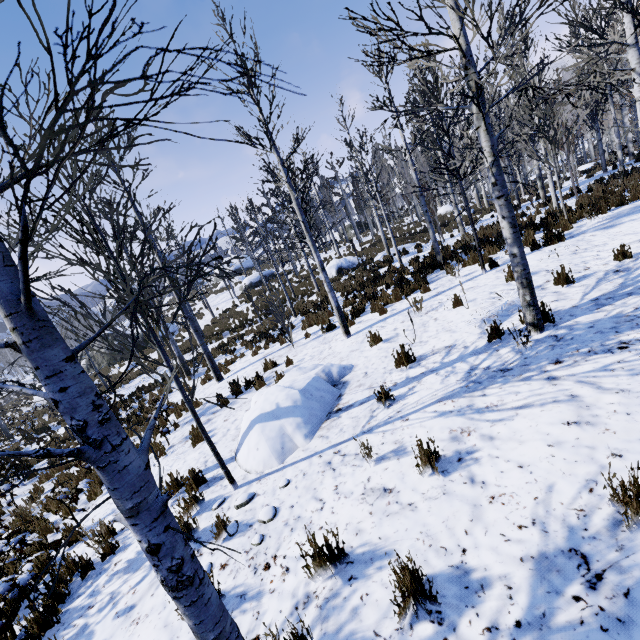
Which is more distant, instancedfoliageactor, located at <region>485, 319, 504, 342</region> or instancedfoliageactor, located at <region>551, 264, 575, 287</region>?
instancedfoliageactor, located at <region>551, 264, 575, 287</region>

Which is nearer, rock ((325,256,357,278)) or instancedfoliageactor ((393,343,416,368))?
instancedfoliageactor ((393,343,416,368))

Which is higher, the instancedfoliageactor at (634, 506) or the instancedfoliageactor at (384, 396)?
→ the instancedfoliageactor at (634, 506)

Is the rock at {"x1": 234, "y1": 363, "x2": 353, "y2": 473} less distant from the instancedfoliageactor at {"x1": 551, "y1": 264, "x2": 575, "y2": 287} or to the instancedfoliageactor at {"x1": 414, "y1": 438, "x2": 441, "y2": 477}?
the instancedfoliageactor at {"x1": 414, "y1": 438, "x2": 441, "y2": 477}

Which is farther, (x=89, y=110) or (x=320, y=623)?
(x=320, y=623)

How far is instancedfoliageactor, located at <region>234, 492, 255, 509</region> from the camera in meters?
4.1 m

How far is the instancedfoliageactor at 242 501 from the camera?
4.1 meters

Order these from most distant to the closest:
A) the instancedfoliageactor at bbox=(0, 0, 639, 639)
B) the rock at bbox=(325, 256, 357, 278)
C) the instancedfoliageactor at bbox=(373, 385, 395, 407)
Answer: the rock at bbox=(325, 256, 357, 278) → the instancedfoliageactor at bbox=(373, 385, 395, 407) → the instancedfoliageactor at bbox=(0, 0, 639, 639)
